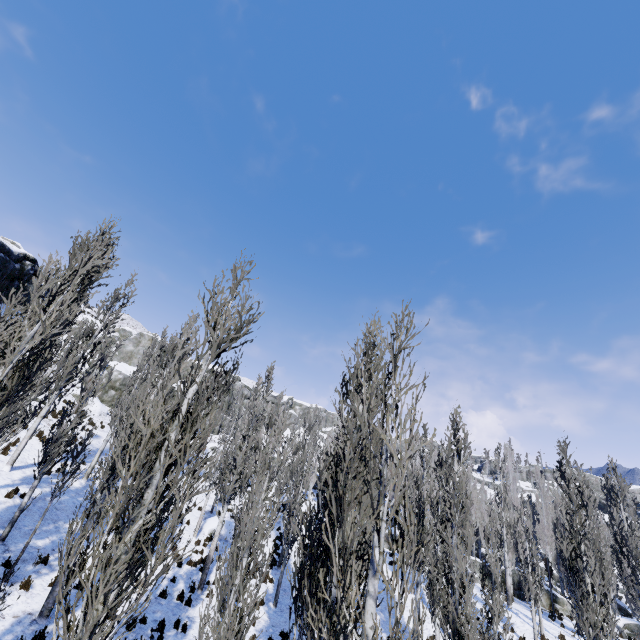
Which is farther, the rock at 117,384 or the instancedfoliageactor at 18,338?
the rock at 117,384

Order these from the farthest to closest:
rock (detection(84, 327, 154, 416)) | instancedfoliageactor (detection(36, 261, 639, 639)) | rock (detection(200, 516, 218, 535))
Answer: rock (detection(84, 327, 154, 416)), rock (detection(200, 516, 218, 535)), instancedfoliageactor (detection(36, 261, 639, 639))

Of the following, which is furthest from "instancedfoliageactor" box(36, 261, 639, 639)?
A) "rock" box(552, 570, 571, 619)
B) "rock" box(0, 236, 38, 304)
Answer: "rock" box(0, 236, 38, 304)

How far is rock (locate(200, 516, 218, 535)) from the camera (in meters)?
21.12

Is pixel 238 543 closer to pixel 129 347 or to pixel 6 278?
pixel 6 278

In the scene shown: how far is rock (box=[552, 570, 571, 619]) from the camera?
25.0m

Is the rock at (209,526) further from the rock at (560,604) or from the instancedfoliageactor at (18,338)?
the rock at (560,604)
